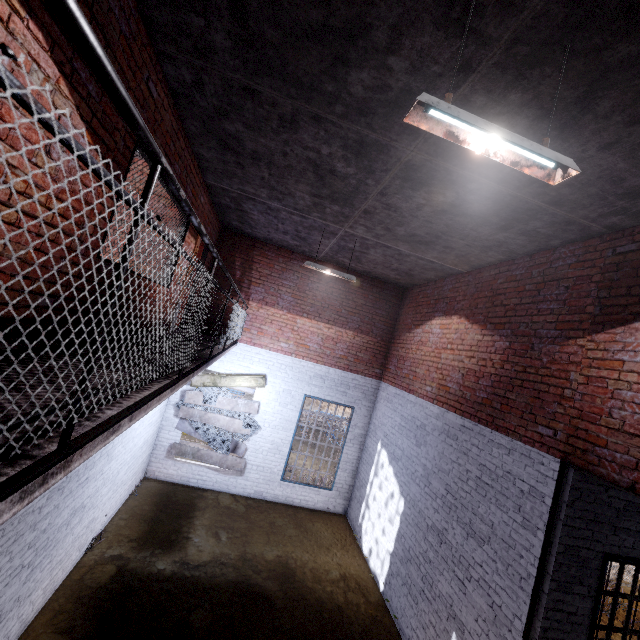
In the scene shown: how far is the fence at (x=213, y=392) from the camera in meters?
8.7

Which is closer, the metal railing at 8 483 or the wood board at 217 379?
the metal railing at 8 483

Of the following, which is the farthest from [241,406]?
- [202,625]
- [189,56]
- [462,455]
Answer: [189,56]

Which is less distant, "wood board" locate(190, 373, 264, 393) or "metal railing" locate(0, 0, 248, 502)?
"metal railing" locate(0, 0, 248, 502)

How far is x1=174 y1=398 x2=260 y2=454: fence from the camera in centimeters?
871cm

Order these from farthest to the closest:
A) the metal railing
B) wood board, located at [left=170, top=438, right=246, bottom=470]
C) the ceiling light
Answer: wood board, located at [left=170, top=438, right=246, bottom=470], the ceiling light, the metal railing

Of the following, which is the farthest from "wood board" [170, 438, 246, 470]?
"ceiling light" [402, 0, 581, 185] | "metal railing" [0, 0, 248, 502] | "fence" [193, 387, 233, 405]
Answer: "ceiling light" [402, 0, 581, 185]

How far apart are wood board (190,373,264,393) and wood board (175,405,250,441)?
0.09m
